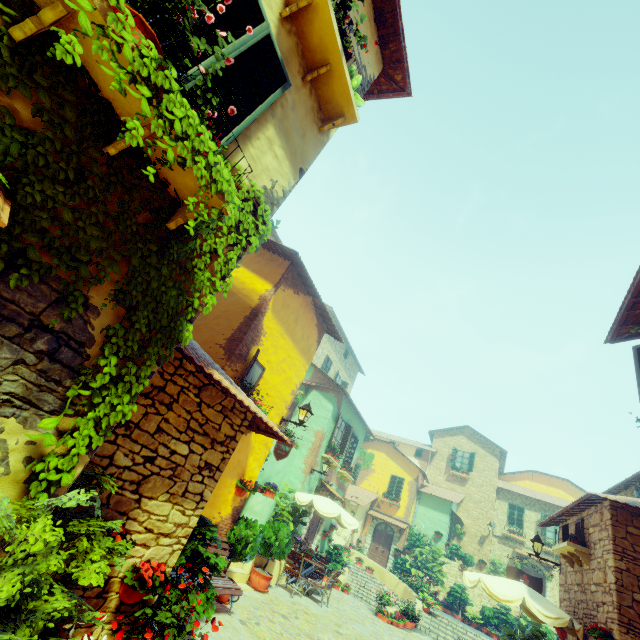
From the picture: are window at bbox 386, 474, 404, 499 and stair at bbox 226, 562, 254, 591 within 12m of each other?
no

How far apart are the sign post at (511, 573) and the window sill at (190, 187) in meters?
13.5 m

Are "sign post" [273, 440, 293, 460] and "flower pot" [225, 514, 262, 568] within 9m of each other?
yes

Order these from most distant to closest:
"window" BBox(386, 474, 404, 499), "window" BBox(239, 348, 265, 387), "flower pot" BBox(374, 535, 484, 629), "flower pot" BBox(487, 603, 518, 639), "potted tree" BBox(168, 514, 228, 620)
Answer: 1. "window" BBox(386, 474, 404, 499)
2. "flower pot" BBox(487, 603, 518, 639)
3. "flower pot" BBox(374, 535, 484, 629)
4. "window" BBox(239, 348, 265, 387)
5. "potted tree" BBox(168, 514, 228, 620)

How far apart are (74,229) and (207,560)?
5.0m

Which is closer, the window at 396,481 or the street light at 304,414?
the street light at 304,414

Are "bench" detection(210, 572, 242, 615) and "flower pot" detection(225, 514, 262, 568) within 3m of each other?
yes

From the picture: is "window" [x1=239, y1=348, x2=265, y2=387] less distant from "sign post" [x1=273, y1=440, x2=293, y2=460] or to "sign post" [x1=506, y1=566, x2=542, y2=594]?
"sign post" [x1=273, y1=440, x2=293, y2=460]
